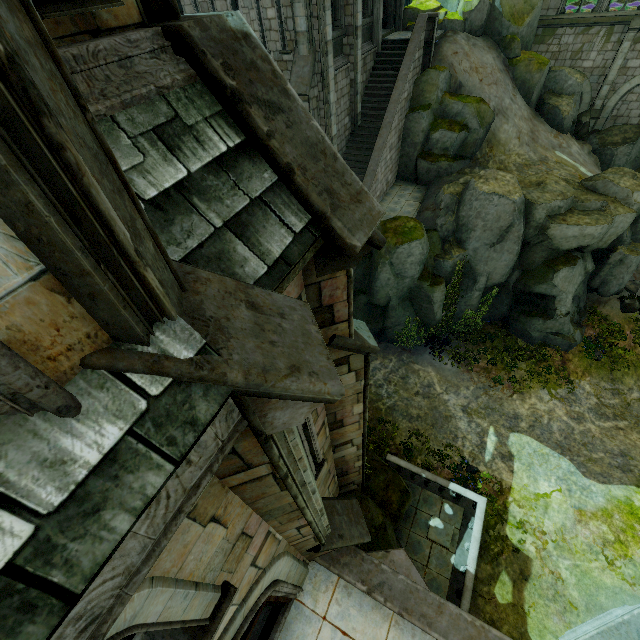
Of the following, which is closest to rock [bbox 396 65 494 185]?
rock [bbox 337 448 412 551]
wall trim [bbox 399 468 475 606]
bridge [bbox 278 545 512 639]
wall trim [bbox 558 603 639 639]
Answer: rock [bbox 337 448 412 551]

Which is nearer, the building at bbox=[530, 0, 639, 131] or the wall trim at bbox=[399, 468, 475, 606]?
the wall trim at bbox=[399, 468, 475, 606]

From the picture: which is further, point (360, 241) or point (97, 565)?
point (360, 241)

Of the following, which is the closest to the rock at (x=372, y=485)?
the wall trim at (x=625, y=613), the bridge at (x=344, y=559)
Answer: the bridge at (x=344, y=559)

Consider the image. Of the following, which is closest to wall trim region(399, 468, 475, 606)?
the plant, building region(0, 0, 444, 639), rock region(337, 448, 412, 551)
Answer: rock region(337, 448, 412, 551)

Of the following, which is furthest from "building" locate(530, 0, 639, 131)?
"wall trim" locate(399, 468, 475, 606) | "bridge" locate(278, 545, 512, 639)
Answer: "wall trim" locate(399, 468, 475, 606)

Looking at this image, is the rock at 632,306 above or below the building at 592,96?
below

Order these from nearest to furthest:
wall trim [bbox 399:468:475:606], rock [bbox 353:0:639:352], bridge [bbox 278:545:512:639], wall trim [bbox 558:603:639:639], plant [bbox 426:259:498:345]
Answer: bridge [bbox 278:545:512:639] → wall trim [bbox 558:603:639:639] → wall trim [bbox 399:468:475:606] → rock [bbox 353:0:639:352] → plant [bbox 426:259:498:345]
